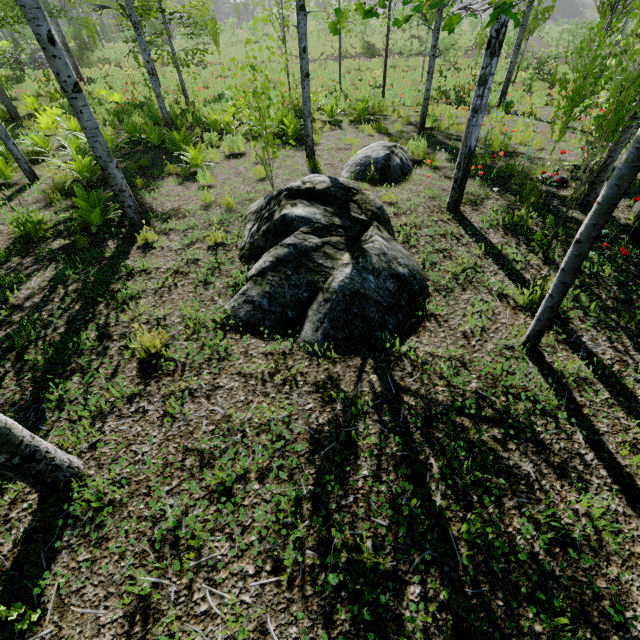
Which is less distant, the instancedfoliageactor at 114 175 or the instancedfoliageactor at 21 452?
the instancedfoliageactor at 21 452

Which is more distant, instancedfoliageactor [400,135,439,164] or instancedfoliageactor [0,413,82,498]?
instancedfoliageactor [400,135,439,164]

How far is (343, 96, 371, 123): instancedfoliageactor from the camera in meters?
10.5 m

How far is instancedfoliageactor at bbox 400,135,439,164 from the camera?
7.17m

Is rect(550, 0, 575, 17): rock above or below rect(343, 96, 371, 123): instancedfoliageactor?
below

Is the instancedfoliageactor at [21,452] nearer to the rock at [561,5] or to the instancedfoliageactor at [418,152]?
the instancedfoliageactor at [418,152]

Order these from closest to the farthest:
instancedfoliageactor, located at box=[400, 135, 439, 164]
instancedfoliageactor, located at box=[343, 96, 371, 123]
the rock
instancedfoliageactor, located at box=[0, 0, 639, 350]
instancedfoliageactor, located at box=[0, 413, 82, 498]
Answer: instancedfoliageactor, located at box=[0, 413, 82, 498]
instancedfoliageactor, located at box=[0, 0, 639, 350]
instancedfoliageactor, located at box=[400, 135, 439, 164]
instancedfoliageactor, located at box=[343, 96, 371, 123]
the rock

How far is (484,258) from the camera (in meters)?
4.46
